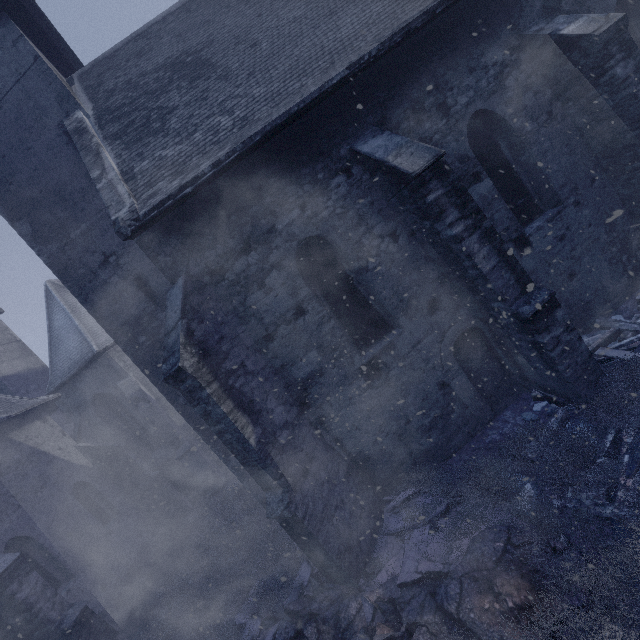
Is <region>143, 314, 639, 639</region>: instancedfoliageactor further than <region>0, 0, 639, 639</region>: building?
No

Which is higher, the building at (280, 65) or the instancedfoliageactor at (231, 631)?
the building at (280, 65)

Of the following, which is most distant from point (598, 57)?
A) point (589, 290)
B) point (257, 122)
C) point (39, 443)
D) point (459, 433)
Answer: point (39, 443)

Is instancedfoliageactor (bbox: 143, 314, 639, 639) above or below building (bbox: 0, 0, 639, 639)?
below

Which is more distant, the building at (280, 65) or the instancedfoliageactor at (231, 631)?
the building at (280, 65)
